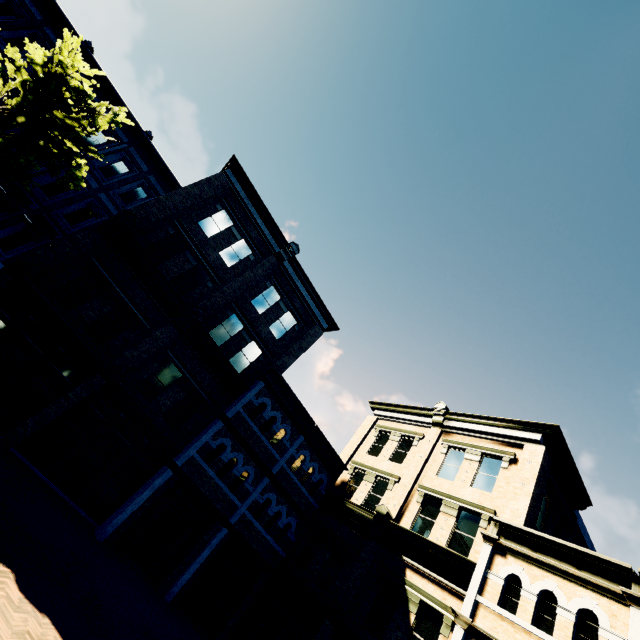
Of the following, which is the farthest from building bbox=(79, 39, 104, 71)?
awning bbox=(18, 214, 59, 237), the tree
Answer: the tree

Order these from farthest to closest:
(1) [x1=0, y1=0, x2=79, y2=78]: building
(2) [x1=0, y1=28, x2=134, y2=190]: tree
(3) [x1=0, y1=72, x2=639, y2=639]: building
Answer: (1) [x1=0, y1=0, x2=79, y2=78]: building
(3) [x1=0, y1=72, x2=639, y2=639]: building
(2) [x1=0, y1=28, x2=134, y2=190]: tree

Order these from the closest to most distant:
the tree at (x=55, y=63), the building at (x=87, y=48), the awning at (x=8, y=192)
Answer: the tree at (x=55, y=63), the awning at (x=8, y=192), the building at (x=87, y=48)

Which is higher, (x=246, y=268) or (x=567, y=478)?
(x=567, y=478)

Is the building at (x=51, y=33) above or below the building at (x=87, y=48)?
below

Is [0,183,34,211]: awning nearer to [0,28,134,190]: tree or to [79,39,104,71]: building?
[79,39,104,71]: building

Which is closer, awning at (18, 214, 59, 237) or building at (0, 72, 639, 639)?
building at (0, 72, 639, 639)

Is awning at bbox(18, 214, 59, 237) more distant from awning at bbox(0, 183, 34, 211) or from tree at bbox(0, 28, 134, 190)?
tree at bbox(0, 28, 134, 190)
